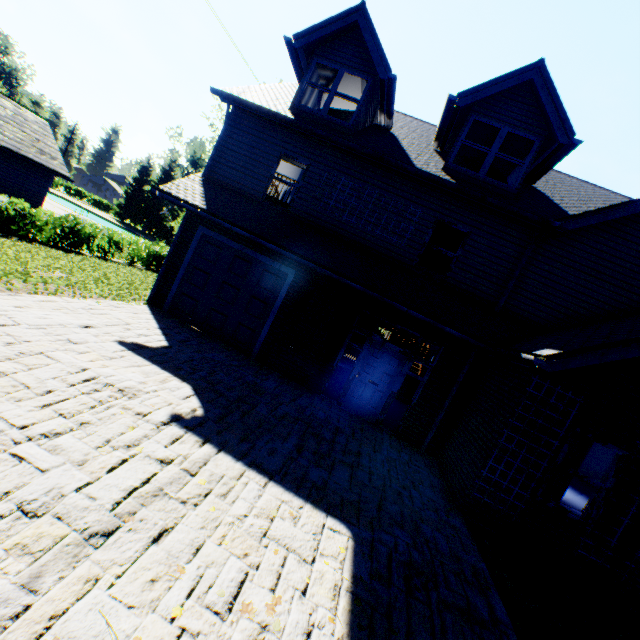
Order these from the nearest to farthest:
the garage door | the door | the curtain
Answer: the curtain, the door, the garage door

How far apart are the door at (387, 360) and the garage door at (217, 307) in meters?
3.0

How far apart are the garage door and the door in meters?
3.0 m

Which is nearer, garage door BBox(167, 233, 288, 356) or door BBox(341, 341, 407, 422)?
door BBox(341, 341, 407, 422)

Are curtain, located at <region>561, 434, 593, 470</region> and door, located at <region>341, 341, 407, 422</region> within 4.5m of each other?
yes

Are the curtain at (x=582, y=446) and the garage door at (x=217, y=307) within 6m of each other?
no

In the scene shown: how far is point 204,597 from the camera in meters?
2.9

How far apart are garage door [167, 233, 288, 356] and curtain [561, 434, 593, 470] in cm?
752
